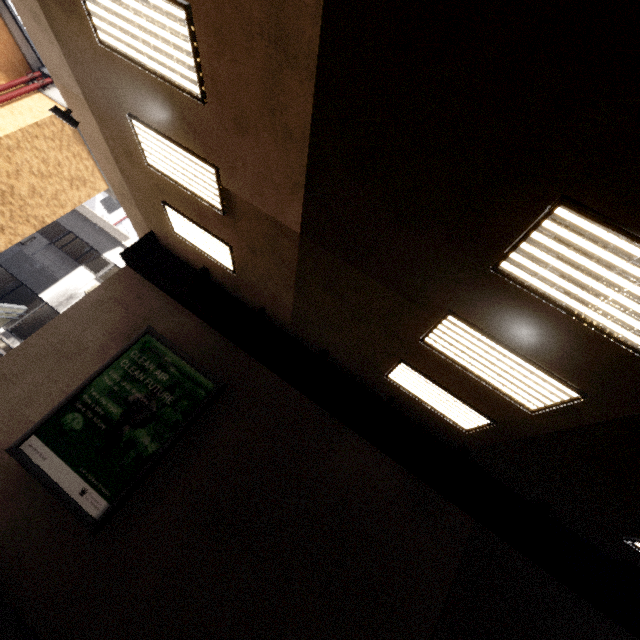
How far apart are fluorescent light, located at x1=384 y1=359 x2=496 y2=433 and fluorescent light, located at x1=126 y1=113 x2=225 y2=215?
4.3m

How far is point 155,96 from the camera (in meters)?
4.79

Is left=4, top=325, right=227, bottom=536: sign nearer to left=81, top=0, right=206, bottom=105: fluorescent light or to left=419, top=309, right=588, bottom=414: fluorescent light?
left=419, top=309, right=588, bottom=414: fluorescent light

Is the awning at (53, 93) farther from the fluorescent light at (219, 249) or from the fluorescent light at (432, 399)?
the fluorescent light at (432, 399)

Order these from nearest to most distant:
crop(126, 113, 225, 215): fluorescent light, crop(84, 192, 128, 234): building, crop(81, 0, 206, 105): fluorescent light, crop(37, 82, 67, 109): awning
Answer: crop(81, 0, 206, 105): fluorescent light
crop(126, 113, 225, 215): fluorescent light
crop(37, 82, 67, 109): awning
crop(84, 192, 128, 234): building

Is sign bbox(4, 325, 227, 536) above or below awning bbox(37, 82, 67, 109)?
below

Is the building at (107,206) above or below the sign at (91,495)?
above

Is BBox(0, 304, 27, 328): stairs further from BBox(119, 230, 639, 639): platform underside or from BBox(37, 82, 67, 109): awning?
BBox(37, 82, 67, 109): awning
